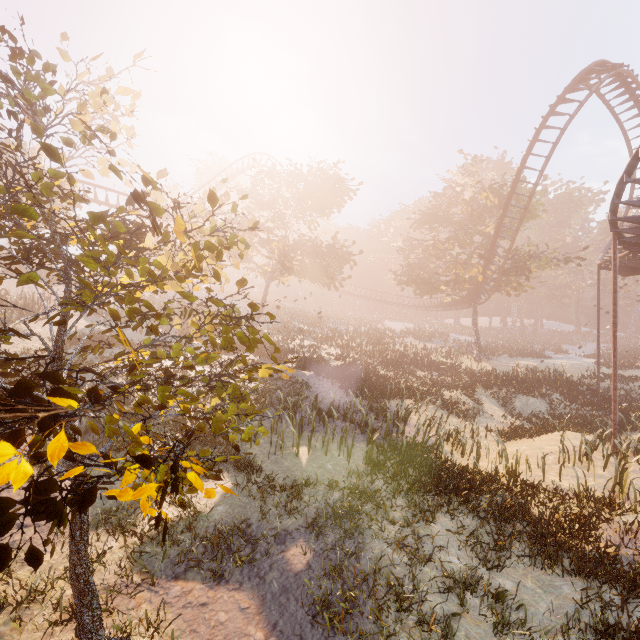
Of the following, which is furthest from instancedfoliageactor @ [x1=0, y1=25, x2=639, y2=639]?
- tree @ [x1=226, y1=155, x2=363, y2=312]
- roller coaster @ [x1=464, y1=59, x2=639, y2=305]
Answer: tree @ [x1=226, y1=155, x2=363, y2=312]

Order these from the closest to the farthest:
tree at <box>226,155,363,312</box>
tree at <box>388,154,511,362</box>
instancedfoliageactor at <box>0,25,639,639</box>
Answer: instancedfoliageactor at <box>0,25,639,639</box> < tree at <box>226,155,363,312</box> < tree at <box>388,154,511,362</box>

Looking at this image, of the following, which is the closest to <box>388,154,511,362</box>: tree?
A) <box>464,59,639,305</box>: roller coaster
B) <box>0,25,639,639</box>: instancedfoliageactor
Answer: <box>464,59,639,305</box>: roller coaster

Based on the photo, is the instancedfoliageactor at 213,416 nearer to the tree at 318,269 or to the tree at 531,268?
the tree at 318,269

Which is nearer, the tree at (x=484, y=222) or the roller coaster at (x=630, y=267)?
the roller coaster at (x=630, y=267)

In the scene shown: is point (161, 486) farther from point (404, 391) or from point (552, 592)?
point (404, 391)

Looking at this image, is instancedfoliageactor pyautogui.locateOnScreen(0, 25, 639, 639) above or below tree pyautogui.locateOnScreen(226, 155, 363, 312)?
below

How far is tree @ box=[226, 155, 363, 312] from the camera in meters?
23.5 m
